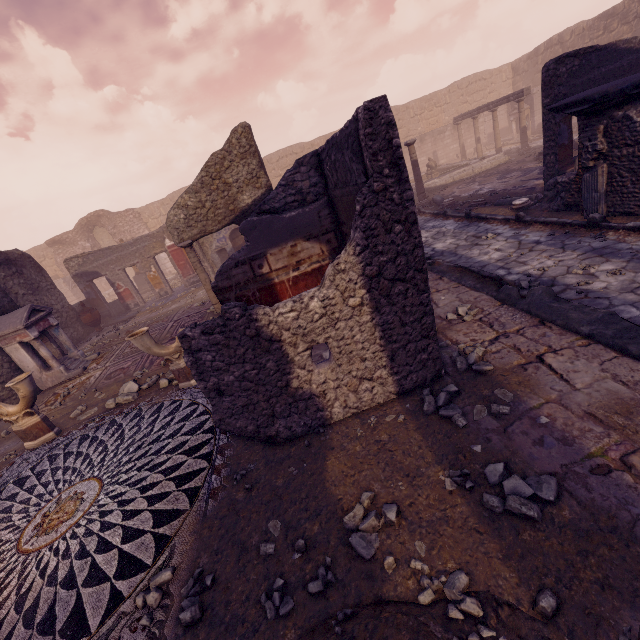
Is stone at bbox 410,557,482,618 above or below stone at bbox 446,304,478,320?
below

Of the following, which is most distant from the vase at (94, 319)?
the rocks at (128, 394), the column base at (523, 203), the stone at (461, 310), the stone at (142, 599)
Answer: the column base at (523, 203)

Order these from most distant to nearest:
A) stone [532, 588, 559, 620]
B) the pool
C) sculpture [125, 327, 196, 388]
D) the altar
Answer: the pool, the altar, sculpture [125, 327, 196, 388], stone [532, 588, 559, 620]

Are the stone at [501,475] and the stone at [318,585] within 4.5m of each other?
yes

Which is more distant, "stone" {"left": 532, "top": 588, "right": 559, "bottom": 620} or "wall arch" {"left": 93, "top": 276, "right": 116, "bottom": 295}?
"wall arch" {"left": 93, "top": 276, "right": 116, "bottom": 295}

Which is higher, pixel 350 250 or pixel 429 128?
pixel 429 128

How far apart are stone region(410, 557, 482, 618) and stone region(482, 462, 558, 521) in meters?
0.4

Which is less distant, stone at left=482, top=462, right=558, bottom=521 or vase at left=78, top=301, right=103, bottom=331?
stone at left=482, top=462, right=558, bottom=521
